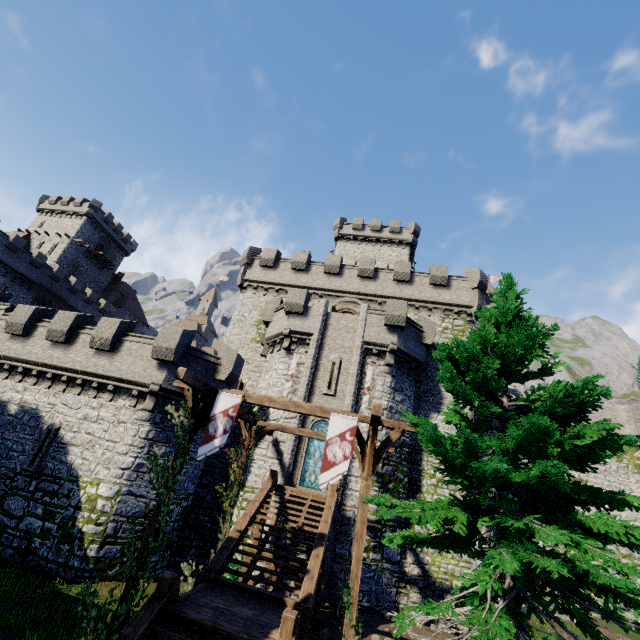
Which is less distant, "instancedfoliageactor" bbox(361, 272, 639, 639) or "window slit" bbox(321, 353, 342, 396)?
"instancedfoliageactor" bbox(361, 272, 639, 639)

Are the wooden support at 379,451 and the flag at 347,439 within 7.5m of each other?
yes

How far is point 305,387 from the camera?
19.9m

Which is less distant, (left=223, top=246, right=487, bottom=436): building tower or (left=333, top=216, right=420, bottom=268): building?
(left=223, top=246, right=487, bottom=436): building tower

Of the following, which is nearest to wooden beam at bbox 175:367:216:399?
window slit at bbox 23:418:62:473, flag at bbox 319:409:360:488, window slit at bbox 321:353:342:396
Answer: window slit at bbox 321:353:342:396

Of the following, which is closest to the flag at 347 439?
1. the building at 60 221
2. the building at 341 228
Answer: the building at 341 228

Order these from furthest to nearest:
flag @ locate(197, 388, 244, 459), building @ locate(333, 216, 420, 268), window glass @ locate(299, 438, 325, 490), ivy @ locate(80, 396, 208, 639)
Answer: building @ locate(333, 216, 420, 268) < window glass @ locate(299, 438, 325, 490) < flag @ locate(197, 388, 244, 459) < ivy @ locate(80, 396, 208, 639)
